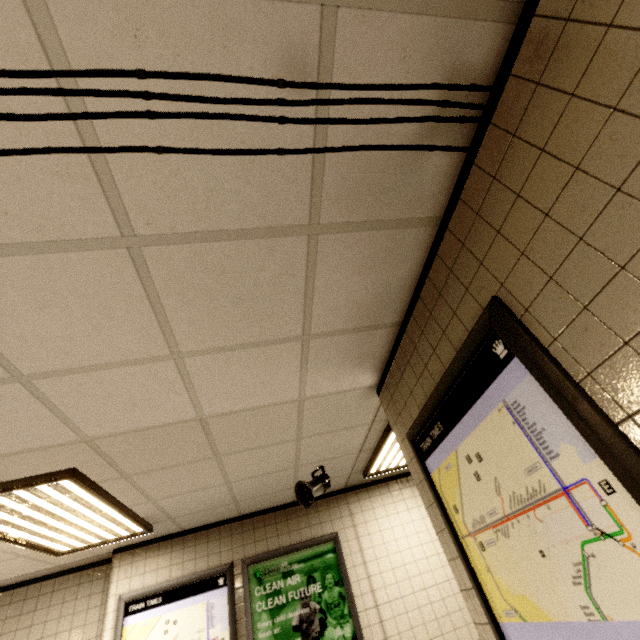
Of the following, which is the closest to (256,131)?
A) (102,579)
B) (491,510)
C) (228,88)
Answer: (228,88)

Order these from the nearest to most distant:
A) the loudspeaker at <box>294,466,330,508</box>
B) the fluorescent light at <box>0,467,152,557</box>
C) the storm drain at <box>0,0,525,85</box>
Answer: the storm drain at <box>0,0,525,85</box> → the fluorescent light at <box>0,467,152,557</box> → the loudspeaker at <box>294,466,330,508</box>

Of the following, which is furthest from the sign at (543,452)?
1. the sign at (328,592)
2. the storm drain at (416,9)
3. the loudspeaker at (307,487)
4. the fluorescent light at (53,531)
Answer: the sign at (328,592)

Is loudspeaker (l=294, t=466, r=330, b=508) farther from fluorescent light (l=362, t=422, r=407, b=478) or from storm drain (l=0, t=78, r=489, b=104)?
fluorescent light (l=362, t=422, r=407, b=478)

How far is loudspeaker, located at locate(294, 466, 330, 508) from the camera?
3.5 meters

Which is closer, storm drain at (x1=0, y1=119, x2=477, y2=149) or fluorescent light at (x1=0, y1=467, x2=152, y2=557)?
storm drain at (x1=0, y1=119, x2=477, y2=149)

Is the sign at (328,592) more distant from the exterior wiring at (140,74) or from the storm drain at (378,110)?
the exterior wiring at (140,74)

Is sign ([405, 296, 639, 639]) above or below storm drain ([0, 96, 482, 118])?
below
